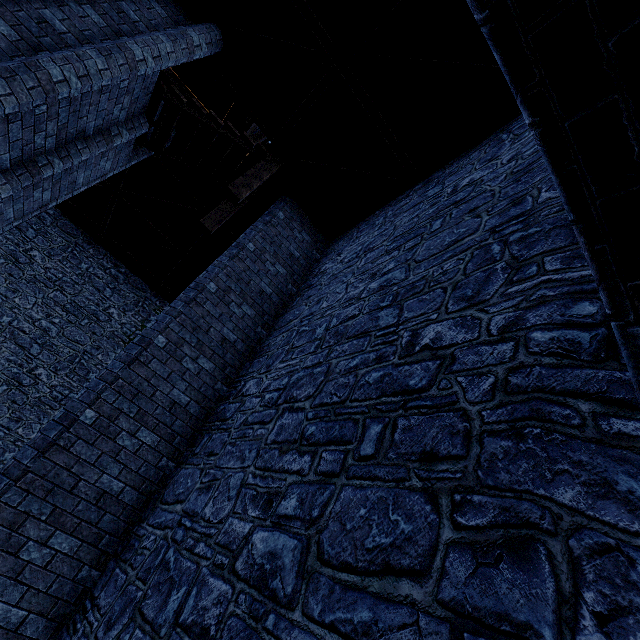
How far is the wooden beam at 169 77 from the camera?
13.64m

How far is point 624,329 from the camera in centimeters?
128cm

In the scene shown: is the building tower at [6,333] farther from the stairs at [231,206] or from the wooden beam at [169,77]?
the stairs at [231,206]

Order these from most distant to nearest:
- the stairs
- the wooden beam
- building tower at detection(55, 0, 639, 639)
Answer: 1. the wooden beam
2. the stairs
3. building tower at detection(55, 0, 639, 639)

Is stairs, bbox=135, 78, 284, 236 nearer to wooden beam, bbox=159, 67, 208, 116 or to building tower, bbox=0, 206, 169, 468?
building tower, bbox=0, 206, 169, 468

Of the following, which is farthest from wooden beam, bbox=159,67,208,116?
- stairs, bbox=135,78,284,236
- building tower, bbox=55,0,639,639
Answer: stairs, bbox=135,78,284,236

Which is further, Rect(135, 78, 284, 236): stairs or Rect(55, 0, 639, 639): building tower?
Rect(135, 78, 284, 236): stairs
